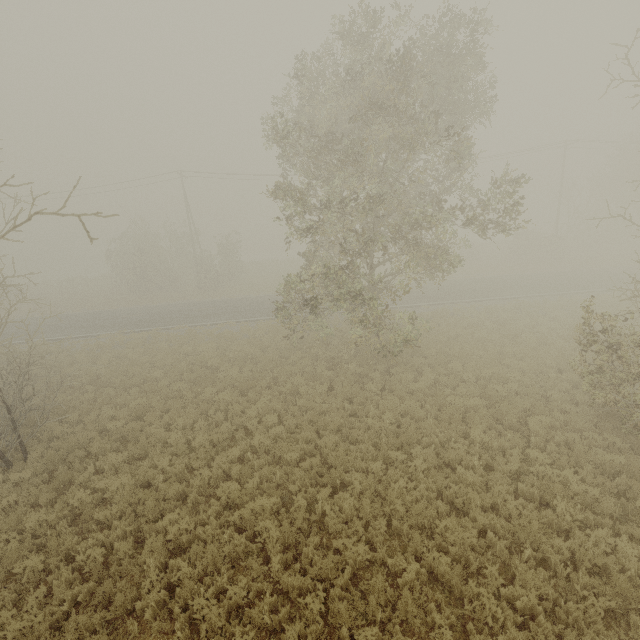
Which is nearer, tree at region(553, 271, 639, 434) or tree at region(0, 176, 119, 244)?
tree at region(0, 176, 119, 244)

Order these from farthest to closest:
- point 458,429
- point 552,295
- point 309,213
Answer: point 552,295 < point 309,213 < point 458,429

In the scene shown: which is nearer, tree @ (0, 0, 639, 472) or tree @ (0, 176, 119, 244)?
tree @ (0, 176, 119, 244)

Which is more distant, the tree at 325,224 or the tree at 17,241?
the tree at 325,224

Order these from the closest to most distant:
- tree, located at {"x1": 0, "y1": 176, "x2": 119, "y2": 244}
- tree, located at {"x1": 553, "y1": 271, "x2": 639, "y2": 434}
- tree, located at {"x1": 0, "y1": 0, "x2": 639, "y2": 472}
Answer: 1. tree, located at {"x1": 0, "y1": 176, "x2": 119, "y2": 244}
2. tree, located at {"x1": 553, "y1": 271, "x2": 639, "y2": 434}
3. tree, located at {"x1": 0, "y1": 0, "x2": 639, "y2": 472}

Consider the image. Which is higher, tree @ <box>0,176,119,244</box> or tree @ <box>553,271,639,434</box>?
tree @ <box>0,176,119,244</box>
